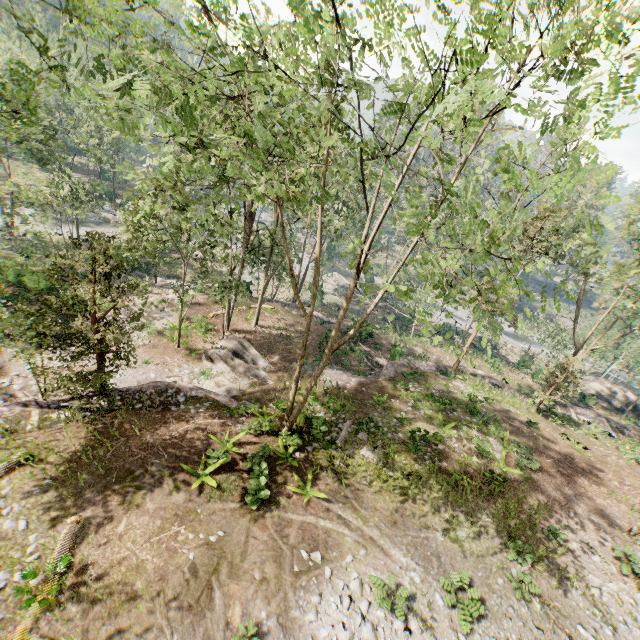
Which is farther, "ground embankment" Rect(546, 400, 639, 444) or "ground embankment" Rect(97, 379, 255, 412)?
"ground embankment" Rect(546, 400, 639, 444)

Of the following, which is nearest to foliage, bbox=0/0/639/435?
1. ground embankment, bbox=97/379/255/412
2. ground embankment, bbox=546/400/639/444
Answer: ground embankment, bbox=97/379/255/412

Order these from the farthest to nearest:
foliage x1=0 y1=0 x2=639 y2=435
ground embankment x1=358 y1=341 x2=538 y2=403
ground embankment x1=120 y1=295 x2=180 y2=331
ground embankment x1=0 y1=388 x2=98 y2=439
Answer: ground embankment x1=358 y1=341 x2=538 y2=403, ground embankment x1=120 y1=295 x2=180 y2=331, ground embankment x1=0 y1=388 x2=98 y2=439, foliage x1=0 y1=0 x2=639 y2=435

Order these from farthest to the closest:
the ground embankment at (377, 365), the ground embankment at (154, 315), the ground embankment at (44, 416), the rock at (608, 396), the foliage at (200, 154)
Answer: the rock at (608, 396) → the ground embankment at (377, 365) → the ground embankment at (154, 315) → the ground embankment at (44, 416) → the foliage at (200, 154)

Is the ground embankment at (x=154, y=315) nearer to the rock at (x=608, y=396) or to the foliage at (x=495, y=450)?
the foliage at (x=495, y=450)

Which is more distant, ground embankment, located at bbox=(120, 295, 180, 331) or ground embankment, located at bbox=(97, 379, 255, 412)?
ground embankment, located at bbox=(120, 295, 180, 331)

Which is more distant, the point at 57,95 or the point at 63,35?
the point at 57,95

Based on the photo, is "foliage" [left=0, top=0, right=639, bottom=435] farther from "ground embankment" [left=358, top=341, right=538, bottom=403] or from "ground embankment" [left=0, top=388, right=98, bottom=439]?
"ground embankment" [left=358, top=341, right=538, bottom=403]
